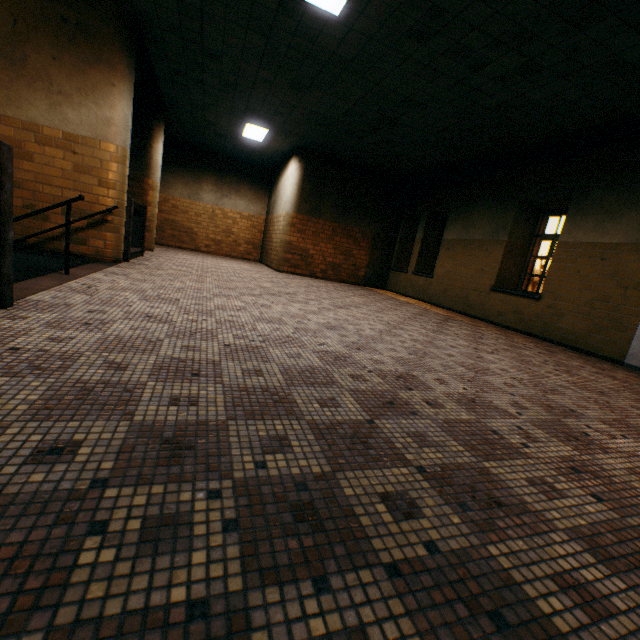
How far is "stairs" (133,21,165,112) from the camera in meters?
6.1

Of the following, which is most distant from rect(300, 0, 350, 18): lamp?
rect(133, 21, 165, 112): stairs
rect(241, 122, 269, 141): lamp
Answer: rect(241, 122, 269, 141): lamp

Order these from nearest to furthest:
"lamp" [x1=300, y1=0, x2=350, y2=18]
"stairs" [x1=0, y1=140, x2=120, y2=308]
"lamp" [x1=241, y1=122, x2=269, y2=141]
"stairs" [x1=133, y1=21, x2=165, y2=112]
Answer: "stairs" [x1=0, y1=140, x2=120, y2=308] < "lamp" [x1=300, y1=0, x2=350, y2=18] < "stairs" [x1=133, y1=21, x2=165, y2=112] < "lamp" [x1=241, y1=122, x2=269, y2=141]

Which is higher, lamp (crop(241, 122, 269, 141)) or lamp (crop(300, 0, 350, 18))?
lamp (crop(241, 122, 269, 141))

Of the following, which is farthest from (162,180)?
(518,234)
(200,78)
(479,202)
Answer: (518,234)

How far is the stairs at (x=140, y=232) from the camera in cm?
614

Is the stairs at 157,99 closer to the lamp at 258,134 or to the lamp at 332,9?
the lamp at 258,134
